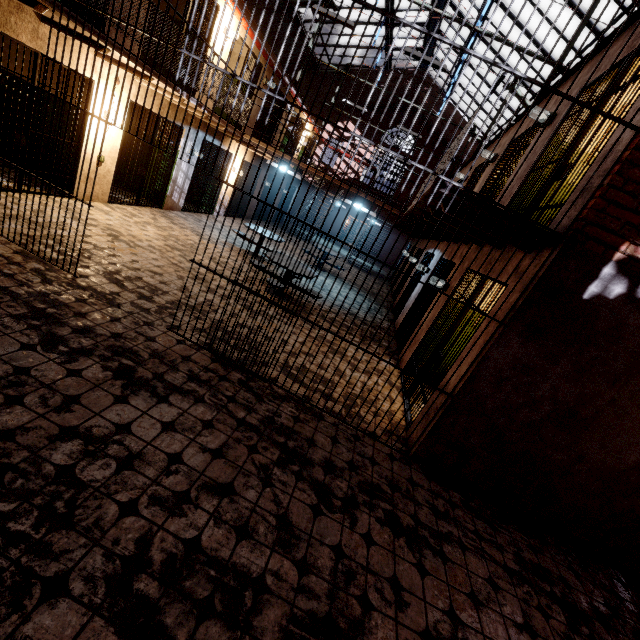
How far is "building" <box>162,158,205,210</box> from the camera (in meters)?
9.63

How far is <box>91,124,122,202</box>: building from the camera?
7.12m

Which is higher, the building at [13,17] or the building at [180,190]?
the building at [13,17]

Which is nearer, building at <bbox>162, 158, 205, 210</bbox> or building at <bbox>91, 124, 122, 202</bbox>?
building at <bbox>91, 124, 122, 202</bbox>

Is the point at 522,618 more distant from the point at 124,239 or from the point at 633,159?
the point at 124,239

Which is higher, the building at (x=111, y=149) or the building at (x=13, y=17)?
the building at (x=13, y=17)

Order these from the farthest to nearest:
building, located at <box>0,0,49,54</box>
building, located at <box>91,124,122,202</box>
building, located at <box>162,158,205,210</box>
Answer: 1. building, located at <box>162,158,205,210</box>
2. building, located at <box>91,124,122,202</box>
3. building, located at <box>0,0,49,54</box>
